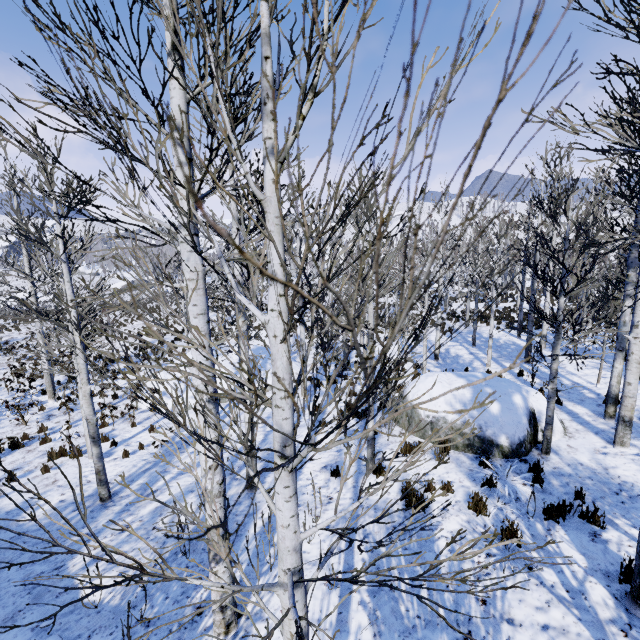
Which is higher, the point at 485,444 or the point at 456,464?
the point at 485,444

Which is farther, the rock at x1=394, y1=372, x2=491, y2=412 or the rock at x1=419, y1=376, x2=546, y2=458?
the rock at x1=394, y1=372, x2=491, y2=412

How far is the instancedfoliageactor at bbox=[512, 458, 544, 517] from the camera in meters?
5.6 m

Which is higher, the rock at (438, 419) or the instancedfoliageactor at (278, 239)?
the instancedfoliageactor at (278, 239)

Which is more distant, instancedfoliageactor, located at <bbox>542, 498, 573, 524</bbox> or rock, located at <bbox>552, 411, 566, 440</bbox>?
rock, located at <bbox>552, 411, 566, 440</bbox>

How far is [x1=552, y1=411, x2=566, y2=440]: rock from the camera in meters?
8.0 m

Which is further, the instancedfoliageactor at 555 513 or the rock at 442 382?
the rock at 442 382
